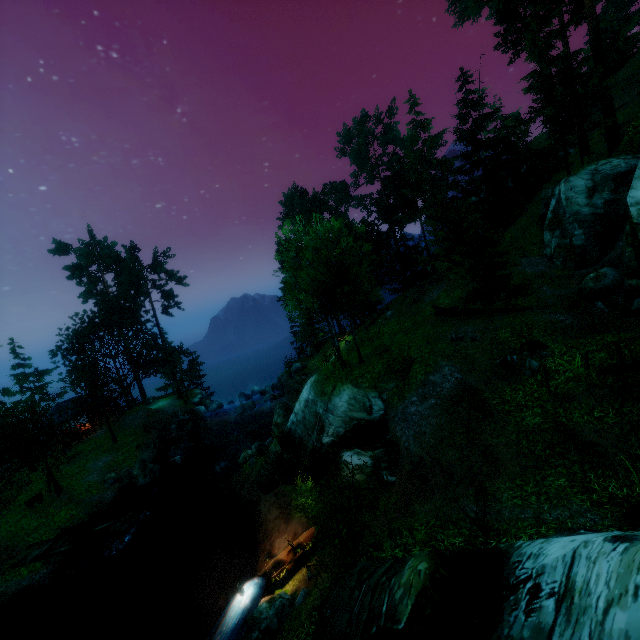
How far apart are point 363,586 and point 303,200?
46.0m

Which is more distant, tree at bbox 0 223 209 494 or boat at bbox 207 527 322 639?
tree at bbox 0 223 209 494

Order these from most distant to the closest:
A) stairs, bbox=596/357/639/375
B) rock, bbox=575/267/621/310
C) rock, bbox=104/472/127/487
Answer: rock, bbox=104/472/127/487 → rock, bbox=575/267/621/310 → stairs, bbox=596/357/639/375

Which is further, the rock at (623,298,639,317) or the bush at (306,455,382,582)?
the rock at (623,298,639,317)

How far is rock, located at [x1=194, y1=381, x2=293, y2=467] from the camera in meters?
24.8 m

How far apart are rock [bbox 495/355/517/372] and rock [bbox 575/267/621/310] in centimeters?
924cm

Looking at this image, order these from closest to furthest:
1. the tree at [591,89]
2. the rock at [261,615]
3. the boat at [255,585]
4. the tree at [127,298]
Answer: the rock at [261,615] → the boat at [255,585] → the tree at [591,89] → the tree at [127,298]

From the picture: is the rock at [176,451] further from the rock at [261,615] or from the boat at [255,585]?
the rock at [261,615]
